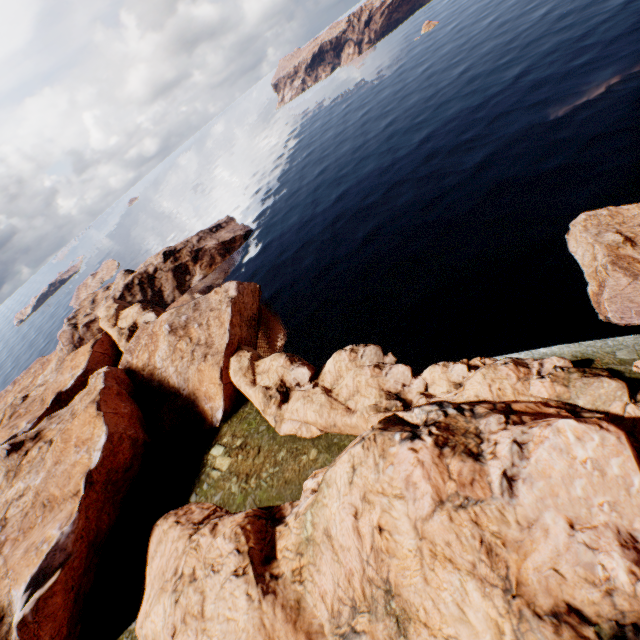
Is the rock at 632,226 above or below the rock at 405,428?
below

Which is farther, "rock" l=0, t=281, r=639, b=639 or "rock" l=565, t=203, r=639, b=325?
"rock" l=565, t=203, r=639, b=325

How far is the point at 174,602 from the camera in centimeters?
2222cm

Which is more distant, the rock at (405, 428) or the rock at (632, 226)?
the rock at (632, 226)

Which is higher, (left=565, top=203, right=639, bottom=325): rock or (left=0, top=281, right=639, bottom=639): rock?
(left=0, top=281, right=639, bottom=639): rock
